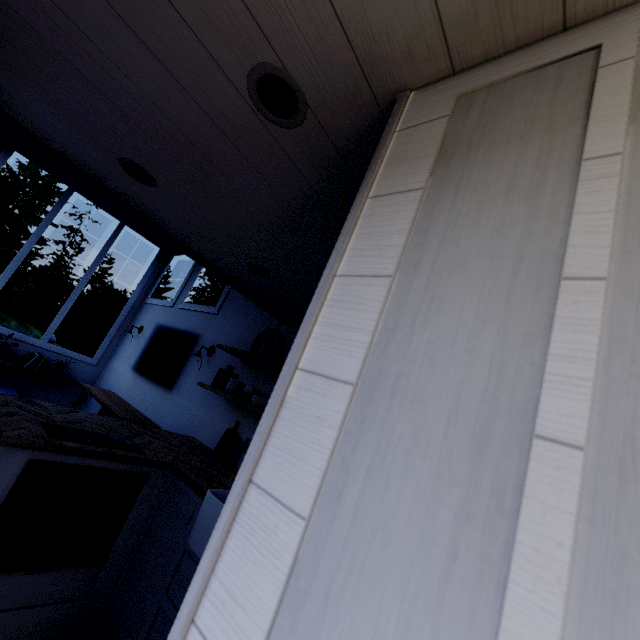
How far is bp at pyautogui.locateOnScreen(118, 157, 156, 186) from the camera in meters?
1.8 m

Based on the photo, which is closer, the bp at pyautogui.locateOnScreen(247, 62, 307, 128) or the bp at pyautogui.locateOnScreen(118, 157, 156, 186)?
the bp at pyautogui.locateOnScreen(247, 62, 307, 128)

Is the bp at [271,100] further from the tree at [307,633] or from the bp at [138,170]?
the bp at [138,170]

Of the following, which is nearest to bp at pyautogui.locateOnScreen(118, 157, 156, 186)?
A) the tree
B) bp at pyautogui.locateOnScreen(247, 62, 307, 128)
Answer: the tree

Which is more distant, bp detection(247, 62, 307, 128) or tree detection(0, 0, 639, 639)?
bp detection(247, 62, 307, 128)

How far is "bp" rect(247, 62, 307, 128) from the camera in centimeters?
97cm

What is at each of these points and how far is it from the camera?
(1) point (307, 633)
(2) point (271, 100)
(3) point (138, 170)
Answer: (1) tree, 0.4m
(2) bp, 1.1m
(3) bp, 1.8m

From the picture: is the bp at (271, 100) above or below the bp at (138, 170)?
below
